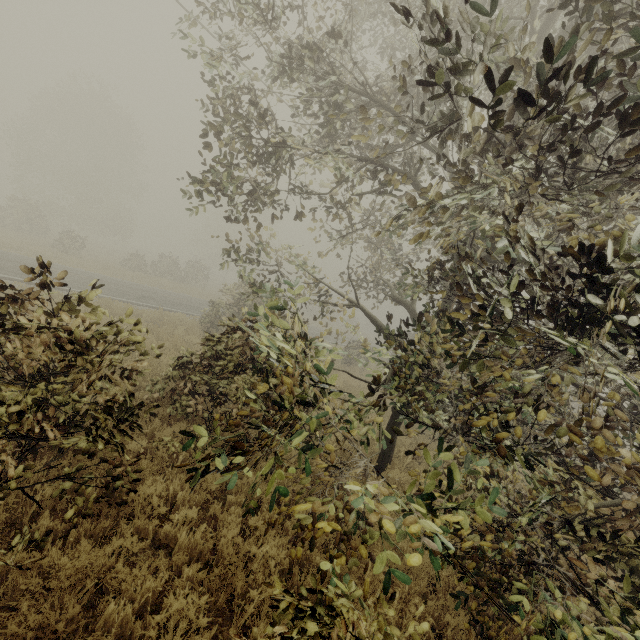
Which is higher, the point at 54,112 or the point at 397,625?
the point at 54,112
